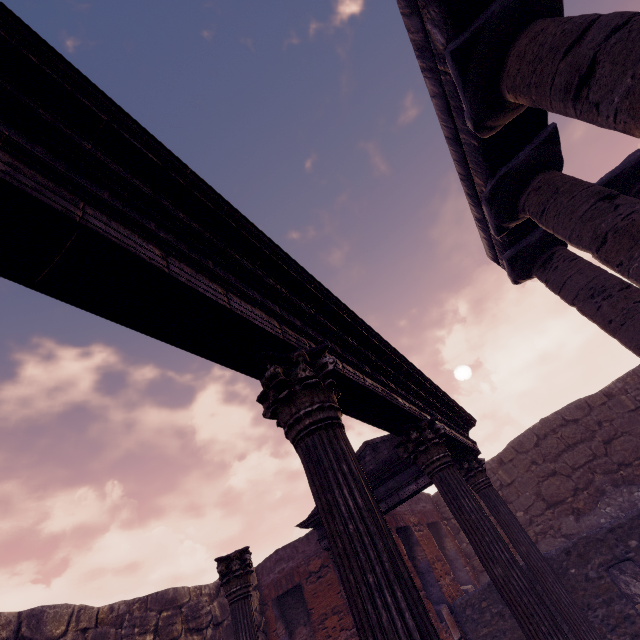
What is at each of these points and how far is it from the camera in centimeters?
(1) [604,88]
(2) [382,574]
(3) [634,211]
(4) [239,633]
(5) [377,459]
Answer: (1) column, 296cm
(2) column, 147cm
(3) column, 417cm
(4) column, 445cm
(5) pediment, 762cm

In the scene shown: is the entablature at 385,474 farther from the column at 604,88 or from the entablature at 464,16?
the entablature at 464,16

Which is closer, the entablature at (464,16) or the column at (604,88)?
the column at (604,88)

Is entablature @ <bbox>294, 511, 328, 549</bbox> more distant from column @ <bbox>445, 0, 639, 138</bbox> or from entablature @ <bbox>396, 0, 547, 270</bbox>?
entablature @ <bbox>396, 0, 547, 270</bbox>

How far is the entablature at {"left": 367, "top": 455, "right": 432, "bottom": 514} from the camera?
6.9 meters

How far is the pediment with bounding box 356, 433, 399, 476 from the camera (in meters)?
7.49

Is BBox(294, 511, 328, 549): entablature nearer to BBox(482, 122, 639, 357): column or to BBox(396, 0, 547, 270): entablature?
BBox(482, 122, 639, 357): column
